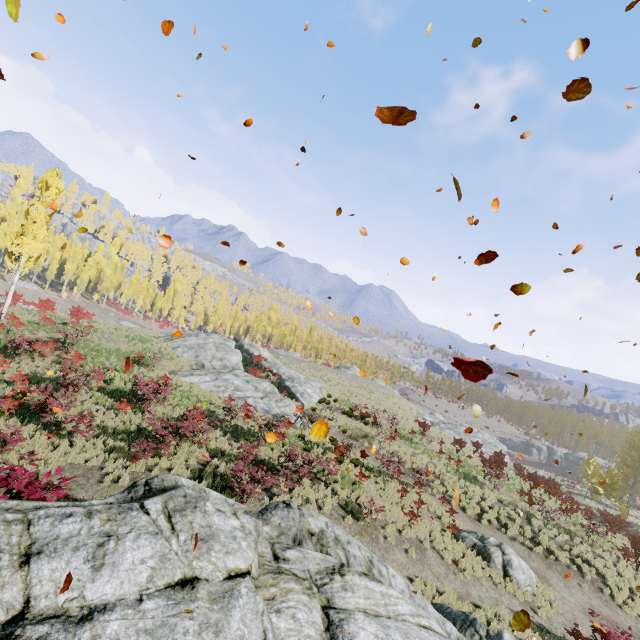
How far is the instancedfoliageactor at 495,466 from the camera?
22.7m

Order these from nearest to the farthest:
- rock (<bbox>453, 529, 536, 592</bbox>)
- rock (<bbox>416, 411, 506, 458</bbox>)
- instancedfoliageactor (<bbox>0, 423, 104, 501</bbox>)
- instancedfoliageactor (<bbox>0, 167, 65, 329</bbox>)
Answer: instancedfoliageactor (<bbox>0, 423, 104, 501</bbox>), rock (<bbox>453, 529, 536, 592</bbox>), instancedfoliageactor (<bbox>0, 167, 65, 329</bbox>), rock (<bbox>416, 411, 506, 458</bbox>)

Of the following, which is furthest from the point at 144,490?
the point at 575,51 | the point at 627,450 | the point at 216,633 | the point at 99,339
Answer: the point at 627,450

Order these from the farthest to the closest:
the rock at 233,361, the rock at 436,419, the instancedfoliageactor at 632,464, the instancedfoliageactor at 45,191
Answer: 1. the rock at 436,419
2. the rock at 233,361
3. the instancedfoliageactor at 45,191
4. the instancedfoliageactor at 632,464

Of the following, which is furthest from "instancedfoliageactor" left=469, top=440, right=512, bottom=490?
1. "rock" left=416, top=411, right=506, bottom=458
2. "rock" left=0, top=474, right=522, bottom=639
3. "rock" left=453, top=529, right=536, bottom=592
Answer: "rock" left=416, top=411, right=506, bottom=458

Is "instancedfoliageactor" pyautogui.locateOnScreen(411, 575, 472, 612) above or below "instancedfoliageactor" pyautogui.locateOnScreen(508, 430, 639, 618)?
below

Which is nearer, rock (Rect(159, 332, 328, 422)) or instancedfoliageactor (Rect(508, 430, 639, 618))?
instancedfoliageactor (Rect(508, 430, 639, 618))

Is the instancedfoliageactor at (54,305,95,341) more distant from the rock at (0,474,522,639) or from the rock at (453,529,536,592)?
the rock at (453,529,536,592)
